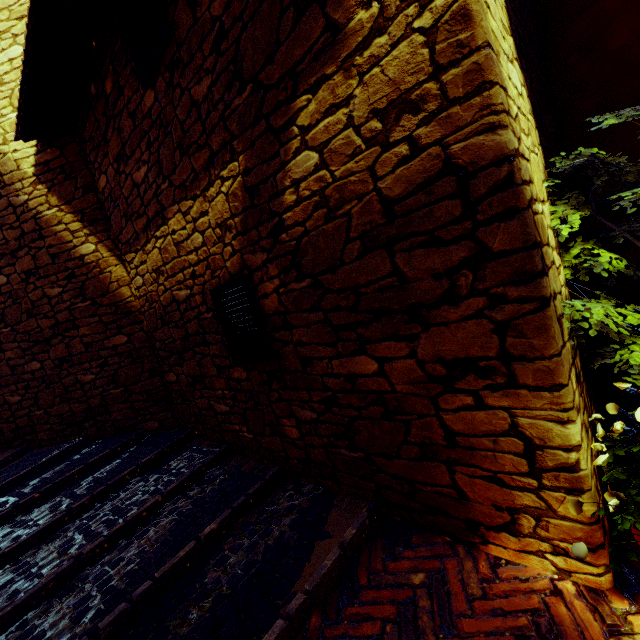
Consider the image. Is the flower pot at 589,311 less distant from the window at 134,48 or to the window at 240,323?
the window at 240,323

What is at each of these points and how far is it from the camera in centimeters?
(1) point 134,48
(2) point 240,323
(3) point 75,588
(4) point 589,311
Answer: (1) window, 263cm
(2) window, 273cm
(3) stair, 217cm
(4) flower pot, 153cm

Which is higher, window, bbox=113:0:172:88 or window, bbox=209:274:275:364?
window, bbox=113:0:172:88

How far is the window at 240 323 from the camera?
2.5m

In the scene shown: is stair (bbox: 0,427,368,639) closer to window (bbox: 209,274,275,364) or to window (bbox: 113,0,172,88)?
window (bbox: 209,274,275,364)

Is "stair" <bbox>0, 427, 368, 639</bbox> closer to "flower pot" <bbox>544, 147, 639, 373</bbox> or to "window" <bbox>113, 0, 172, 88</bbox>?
"flower pot" <bbox>544, 147, 639, 373</bbox>

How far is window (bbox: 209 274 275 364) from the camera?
2.5 meters
